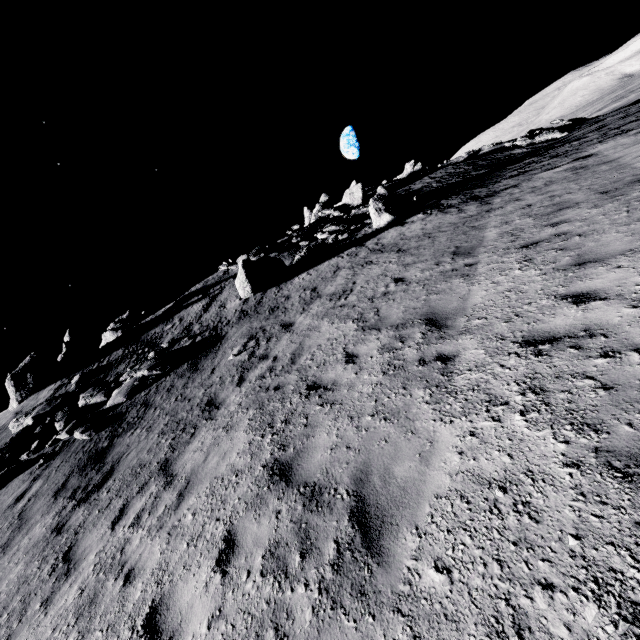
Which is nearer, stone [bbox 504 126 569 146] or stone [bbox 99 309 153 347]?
stone [bbox 99 309 153 347]

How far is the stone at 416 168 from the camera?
41.59m

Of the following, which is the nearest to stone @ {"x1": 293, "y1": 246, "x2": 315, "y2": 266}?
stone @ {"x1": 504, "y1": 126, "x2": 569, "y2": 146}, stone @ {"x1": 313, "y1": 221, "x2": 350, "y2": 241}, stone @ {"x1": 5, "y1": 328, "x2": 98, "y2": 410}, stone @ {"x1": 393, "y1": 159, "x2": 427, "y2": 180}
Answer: stone @ {"x1": 313, "y1": 221, "x2": 350, "y2": 241}

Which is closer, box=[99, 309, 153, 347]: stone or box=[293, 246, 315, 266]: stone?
box=[293, 246, 315, 266]: stone

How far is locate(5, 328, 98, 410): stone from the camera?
18.81m

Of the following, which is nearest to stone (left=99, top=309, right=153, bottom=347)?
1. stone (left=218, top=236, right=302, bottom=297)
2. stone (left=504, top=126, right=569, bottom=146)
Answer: stone (left=218, top=236, right=302, bottom=297)

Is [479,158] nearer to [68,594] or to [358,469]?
[358,469]

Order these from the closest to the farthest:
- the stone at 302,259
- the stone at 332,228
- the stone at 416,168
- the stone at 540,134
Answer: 1. the stone at 302,259
2. the stone at 332,228
3. the stone at 540,134
4. the stone at 416,168
